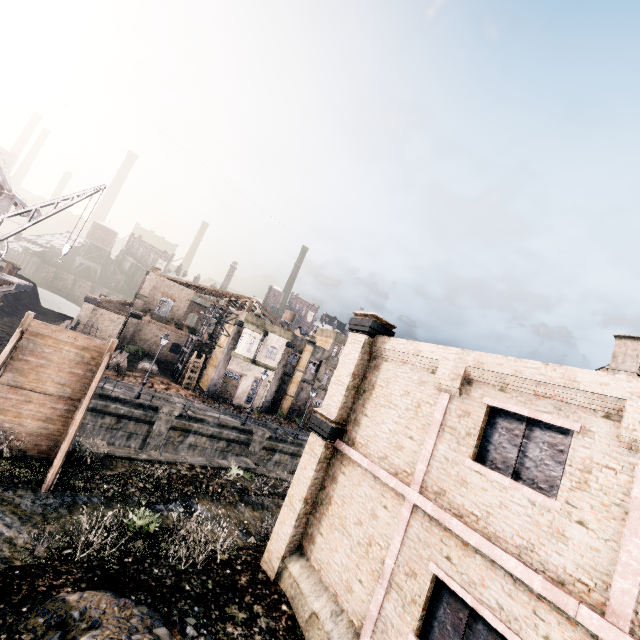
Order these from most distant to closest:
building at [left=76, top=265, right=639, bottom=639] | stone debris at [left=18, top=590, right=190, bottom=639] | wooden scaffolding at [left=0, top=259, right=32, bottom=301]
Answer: wooden scaffolding at [left=0, top=259, right=32, bottom=301] < stone debris at [left=18, top=590, right=190, bottom=639] < building at [left=76, top=265, right=639, bottom=639]

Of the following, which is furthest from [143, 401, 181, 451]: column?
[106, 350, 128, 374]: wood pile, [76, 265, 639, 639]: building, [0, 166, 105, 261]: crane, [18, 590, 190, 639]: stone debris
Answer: [18, 590, 190, 639]: stone debris

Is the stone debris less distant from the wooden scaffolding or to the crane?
the crane

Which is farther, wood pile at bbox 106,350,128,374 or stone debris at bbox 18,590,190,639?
wood pile at bbox 106,350,128,374

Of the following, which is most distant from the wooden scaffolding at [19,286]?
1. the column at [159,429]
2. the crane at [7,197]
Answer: the column at [159,429]

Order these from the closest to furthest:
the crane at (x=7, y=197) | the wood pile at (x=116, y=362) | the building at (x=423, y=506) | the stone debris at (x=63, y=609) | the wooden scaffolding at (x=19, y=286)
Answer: the building at (x=423, y=506) < the stone debris at (x=63, y=609) < the crane at (x=7, y=197) < the wooden scaffolding at (x=19, y=286) < the wood pile at (x=116, y=362)

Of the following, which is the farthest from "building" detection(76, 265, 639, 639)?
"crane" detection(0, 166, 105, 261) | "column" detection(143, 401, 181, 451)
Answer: "column" detection(143, 401, 181, 451)

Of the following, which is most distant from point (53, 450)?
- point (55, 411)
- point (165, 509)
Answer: point (165, 509)
